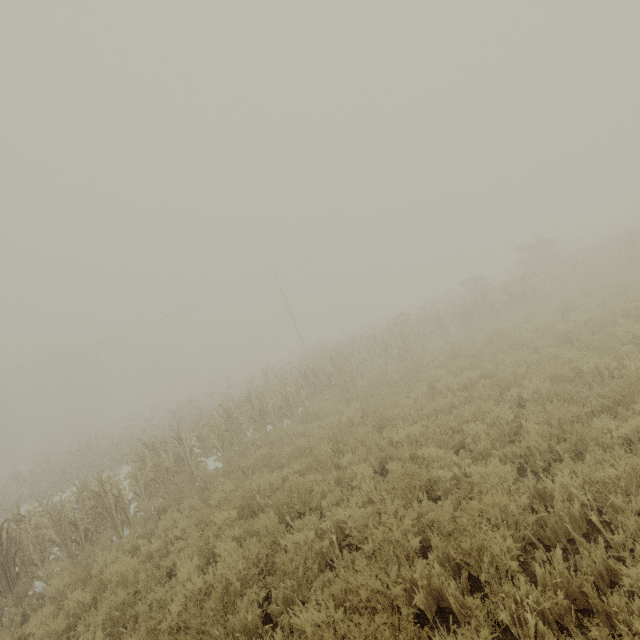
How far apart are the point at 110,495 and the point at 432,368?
10.5m
